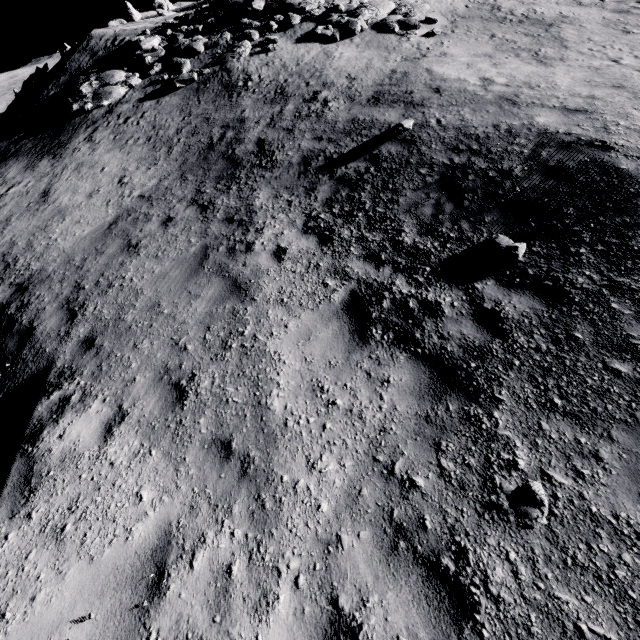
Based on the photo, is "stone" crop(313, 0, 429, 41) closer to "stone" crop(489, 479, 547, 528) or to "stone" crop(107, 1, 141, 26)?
"stone" crop(489, 479, 547, 528)

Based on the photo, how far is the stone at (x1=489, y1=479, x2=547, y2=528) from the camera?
2.9 meters

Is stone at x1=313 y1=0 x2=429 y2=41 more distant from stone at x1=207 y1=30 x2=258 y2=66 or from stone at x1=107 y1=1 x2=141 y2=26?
stone at x1=107 y1=1 x2=141 y2=26

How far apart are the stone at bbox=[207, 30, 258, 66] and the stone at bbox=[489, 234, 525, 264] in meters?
15.1

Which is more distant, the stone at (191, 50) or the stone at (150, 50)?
the stone at (150, 50)

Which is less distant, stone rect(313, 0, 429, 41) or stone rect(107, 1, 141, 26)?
stone rect(313, 0, 429, 41)

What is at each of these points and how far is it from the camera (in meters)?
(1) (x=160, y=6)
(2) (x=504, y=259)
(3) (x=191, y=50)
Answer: (1) stone, 59.19
(2) stone, 5.36
(3) stone, 15.61

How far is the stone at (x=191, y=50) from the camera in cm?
1416
